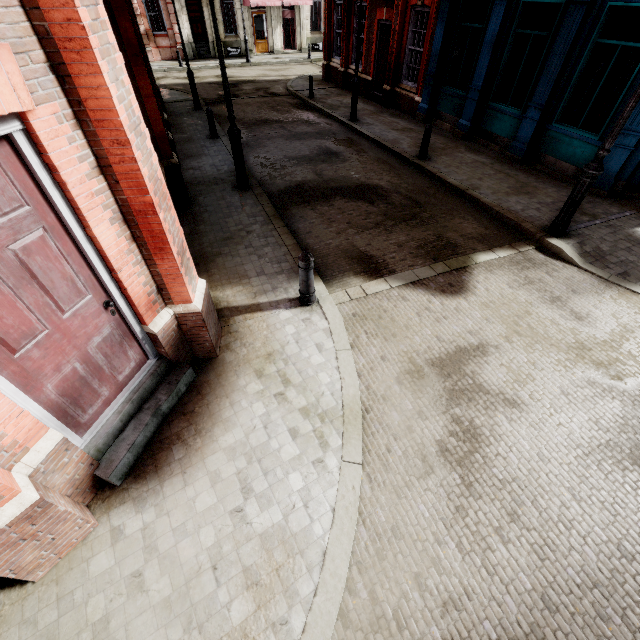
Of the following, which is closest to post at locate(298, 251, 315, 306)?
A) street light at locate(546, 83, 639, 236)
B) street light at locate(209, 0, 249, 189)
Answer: street light at locate(209, 0, 249, 189)

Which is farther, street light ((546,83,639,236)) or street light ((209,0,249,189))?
street light ((209,0,249,189))

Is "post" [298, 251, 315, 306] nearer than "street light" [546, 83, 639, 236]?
Yes

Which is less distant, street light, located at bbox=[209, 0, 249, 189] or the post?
the post

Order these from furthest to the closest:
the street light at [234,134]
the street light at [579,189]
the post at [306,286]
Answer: the street light at [234,134] → the street light at [579,189] → the post at [306,286]

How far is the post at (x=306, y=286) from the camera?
4.8 meters

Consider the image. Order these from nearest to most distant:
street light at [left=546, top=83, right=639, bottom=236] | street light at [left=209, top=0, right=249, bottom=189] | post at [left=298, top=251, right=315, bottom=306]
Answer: post at [left=298, top=251, right=315, bottom=306] < street light at [left=546, top=83, right=639, bottom=236] < street light at [left=209, top=0, right=249, bottom=189]

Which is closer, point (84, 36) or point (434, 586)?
point (84, 36)
